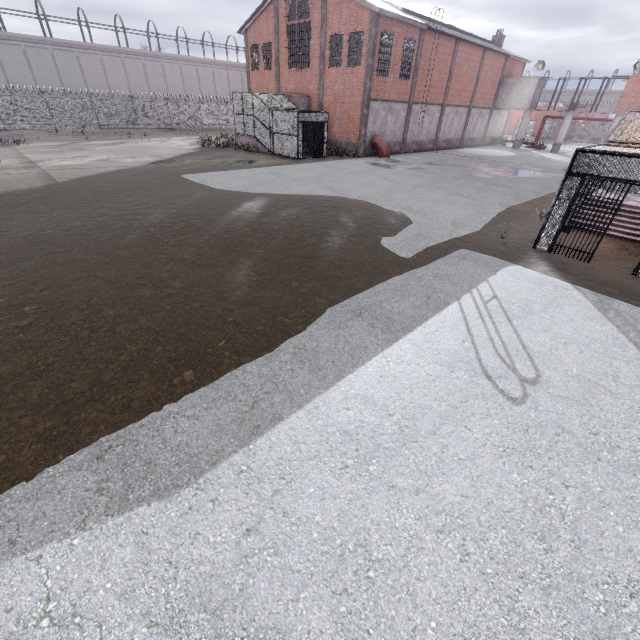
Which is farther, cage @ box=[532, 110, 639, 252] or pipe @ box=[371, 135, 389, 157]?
pipe @ box=[371, 135, 389, 157]

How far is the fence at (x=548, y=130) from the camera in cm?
5391

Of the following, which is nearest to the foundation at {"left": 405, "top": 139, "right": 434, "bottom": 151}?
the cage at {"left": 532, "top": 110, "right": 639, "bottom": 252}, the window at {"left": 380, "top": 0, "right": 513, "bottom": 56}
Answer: the window at {"left": 380, "top": 0, "right": 513, "bottom": 56}

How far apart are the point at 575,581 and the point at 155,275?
9.0 meters

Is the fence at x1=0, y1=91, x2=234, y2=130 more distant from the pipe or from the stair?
the pipe

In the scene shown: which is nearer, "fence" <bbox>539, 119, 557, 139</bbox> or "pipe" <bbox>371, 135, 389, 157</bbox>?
"pipe" <bbox>371, 135, 389, 157</bbox>

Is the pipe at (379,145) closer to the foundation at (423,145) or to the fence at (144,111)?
the foundation at (423,145)

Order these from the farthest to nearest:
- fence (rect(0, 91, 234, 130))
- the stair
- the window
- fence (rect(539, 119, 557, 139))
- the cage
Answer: fence (rect(539, 119, 557, 139))
fence (rect(0, 91, 234, 130))
the window
the stair
the cage
